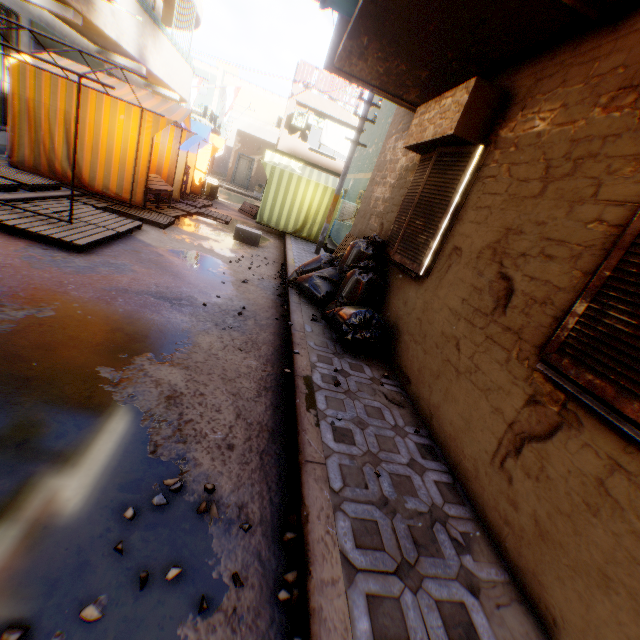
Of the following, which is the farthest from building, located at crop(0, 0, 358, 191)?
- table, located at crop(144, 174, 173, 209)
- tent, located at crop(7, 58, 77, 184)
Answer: table, located at crop(144, 174, 173, 209)

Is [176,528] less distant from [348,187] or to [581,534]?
[581,534]

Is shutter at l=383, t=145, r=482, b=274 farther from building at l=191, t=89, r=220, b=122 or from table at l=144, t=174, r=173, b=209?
table at l=144, t=174, r=173, b=209

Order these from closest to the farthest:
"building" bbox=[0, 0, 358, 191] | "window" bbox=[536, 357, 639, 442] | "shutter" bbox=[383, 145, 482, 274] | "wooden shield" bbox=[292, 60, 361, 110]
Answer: "window" bbox=[536, 357, 639, 442] → "shutter" bbox=[383, 145, 482, 274] → "building" bbox=[0, 0, 358, 191] → "wooden shield" bbox=[292, 60, 361, 110]

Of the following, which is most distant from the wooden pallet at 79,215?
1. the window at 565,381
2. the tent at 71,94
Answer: the window at 565,381

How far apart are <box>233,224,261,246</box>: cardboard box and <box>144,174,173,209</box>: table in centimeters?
126cm

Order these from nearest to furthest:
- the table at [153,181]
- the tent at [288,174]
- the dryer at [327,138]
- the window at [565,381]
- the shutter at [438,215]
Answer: the window at [565,381], the shutter at [438,215], the table at [153,181], the tent at [288,174], the dryer at [327,138]

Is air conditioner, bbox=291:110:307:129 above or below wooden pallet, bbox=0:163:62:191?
Answer: above
